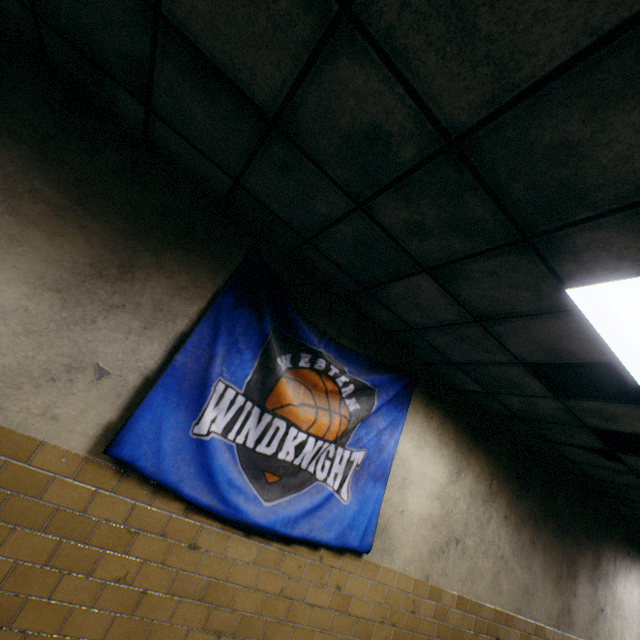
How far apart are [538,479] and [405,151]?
5.20m

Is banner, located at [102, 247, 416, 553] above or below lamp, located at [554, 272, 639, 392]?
below

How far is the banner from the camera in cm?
225

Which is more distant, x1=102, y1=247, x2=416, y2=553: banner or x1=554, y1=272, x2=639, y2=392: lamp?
x1=102, y1=247, x2=416, y2=553: banner

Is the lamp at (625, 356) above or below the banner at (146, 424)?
above

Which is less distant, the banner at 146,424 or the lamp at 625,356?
the lamp at 625,356
